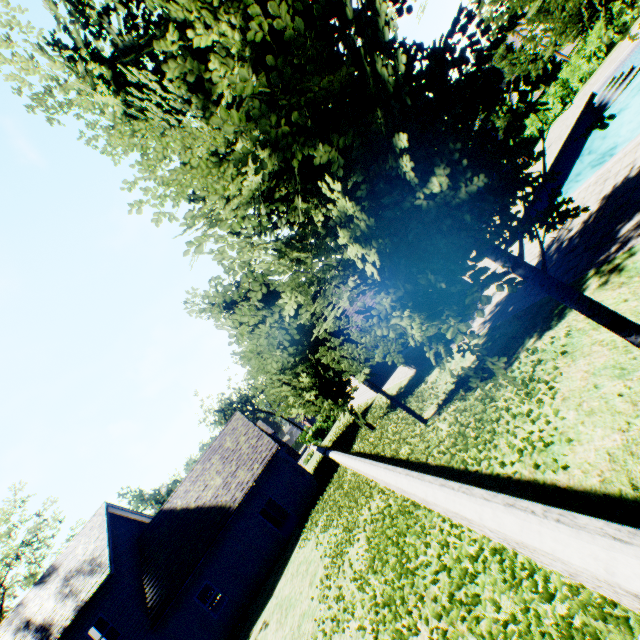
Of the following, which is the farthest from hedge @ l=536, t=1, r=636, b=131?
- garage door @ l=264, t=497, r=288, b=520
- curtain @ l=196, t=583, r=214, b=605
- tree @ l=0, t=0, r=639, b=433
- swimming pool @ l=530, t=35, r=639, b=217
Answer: curtain @ l=196, t=583, r=214, b=605

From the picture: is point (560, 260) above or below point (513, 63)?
below

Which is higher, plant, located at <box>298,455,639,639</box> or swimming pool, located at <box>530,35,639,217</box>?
plant, located at <box>298,455,639,639</box>

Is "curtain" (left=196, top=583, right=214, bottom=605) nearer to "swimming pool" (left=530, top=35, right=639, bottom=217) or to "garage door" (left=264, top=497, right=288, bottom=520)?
"garage door" (left=264, top=497, right=288, bottom=520)

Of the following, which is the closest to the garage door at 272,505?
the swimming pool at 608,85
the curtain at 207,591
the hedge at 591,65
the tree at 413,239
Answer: the curtain at 207,591

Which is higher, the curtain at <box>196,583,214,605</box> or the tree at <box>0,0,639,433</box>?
the tree at <box>0,0,639,433</box>

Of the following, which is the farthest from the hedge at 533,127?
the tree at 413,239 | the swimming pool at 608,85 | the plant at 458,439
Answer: the plant at 458,439

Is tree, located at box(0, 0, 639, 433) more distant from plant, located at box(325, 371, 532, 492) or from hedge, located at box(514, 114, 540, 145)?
hedge, located at box(514, 114, 540, 145)
